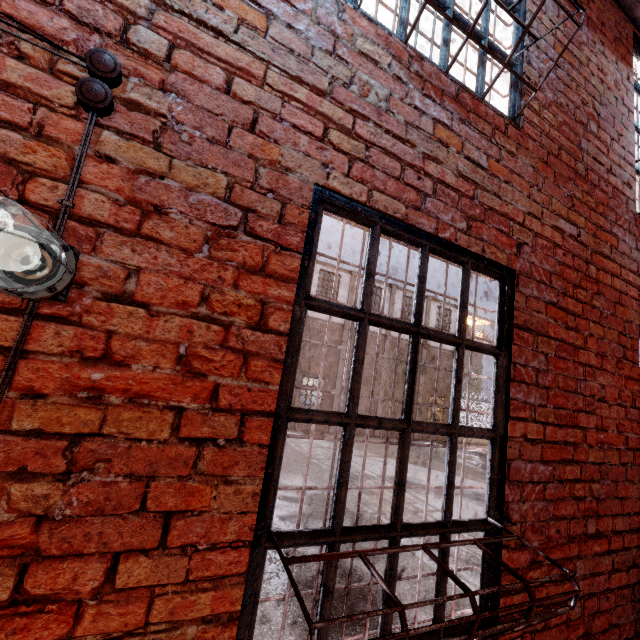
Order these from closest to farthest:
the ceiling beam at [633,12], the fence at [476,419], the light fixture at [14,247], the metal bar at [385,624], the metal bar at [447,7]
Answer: the light fixture at [14,247]
the metal bar at [385,624]
the metal bar at [447,7]
the ceiling beam at [633,12]
the fence at [476,419]

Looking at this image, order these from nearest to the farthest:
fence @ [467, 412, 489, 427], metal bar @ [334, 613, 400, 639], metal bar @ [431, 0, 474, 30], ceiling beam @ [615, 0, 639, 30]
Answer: metal bar @ [334, 613, 400, 639], metal bar @ [431, 0, 474, 30], ceiling beam @ [615, 0, 639, 30], fence @ [467, 412, 489, 427]

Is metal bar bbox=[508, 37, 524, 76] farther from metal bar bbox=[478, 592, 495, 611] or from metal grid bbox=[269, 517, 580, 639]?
metal grid bbox=[269, 517, 580, 639]

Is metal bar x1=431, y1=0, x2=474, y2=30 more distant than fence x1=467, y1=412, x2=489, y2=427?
No

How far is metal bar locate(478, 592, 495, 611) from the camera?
1.7 meters

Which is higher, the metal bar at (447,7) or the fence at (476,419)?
the metal bar at (447,7)

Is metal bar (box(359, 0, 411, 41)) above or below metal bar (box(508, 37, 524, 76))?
below

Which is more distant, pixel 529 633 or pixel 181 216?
pixel 529 633
